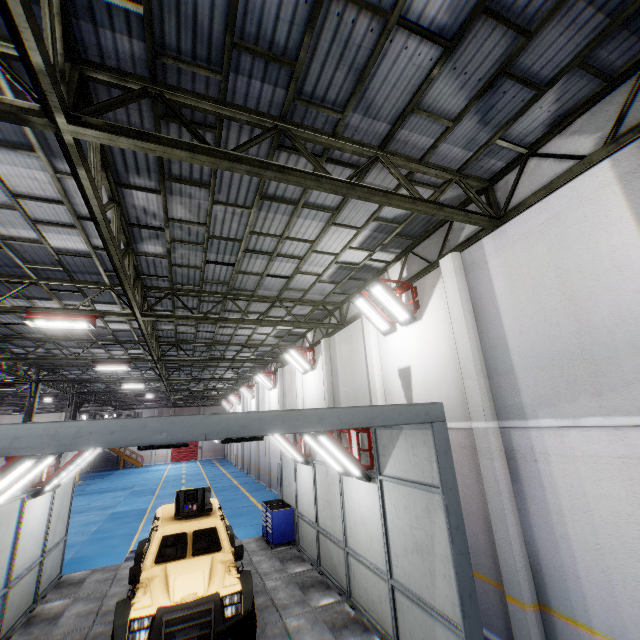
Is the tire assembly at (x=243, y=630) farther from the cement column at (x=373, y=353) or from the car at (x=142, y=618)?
the cement column at (x=373, y=353)

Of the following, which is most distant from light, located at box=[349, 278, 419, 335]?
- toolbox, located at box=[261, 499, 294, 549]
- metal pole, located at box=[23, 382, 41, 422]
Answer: metal pole, located at box=[23, 382, 41, 422]

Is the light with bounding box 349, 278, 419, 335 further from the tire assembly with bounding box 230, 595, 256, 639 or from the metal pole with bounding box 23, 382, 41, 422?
the metal pole with bounding box 23, 382, 41, 422

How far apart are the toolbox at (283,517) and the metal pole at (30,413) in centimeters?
1674cm

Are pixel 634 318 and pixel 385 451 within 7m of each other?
yes

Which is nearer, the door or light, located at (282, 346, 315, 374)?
light, located at (282, 346, 315, 374)

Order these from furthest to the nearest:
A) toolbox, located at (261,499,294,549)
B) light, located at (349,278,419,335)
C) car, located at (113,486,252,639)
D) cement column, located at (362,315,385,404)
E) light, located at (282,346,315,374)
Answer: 1. light, located at (282,346,315,374)
2. toolbox, located at (261,499,294,549)
3. cement column, located at (362,315,385,404)
4. light, located at (349,278,419,335)
5. car, located at (113,486,252,639)

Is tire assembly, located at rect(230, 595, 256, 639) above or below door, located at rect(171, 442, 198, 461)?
below
